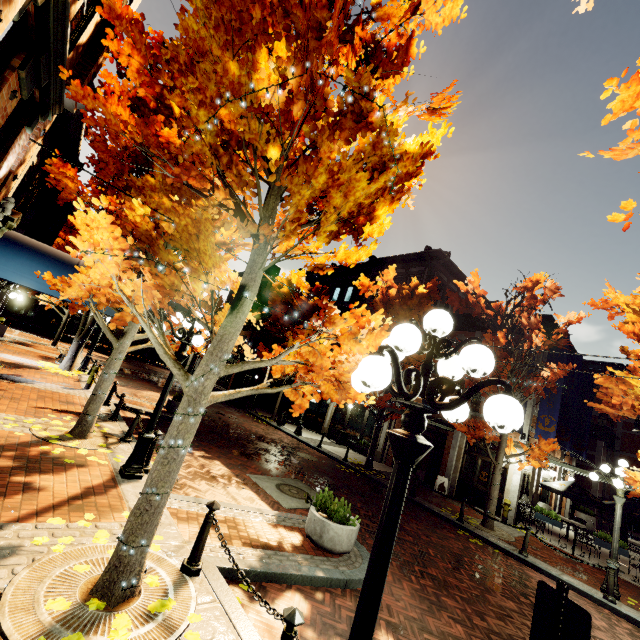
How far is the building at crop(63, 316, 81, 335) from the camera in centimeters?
4003cm

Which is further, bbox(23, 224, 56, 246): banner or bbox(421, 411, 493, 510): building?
bbox(421, 411, 493, 510): building

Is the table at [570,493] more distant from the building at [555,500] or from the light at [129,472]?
the light at [129,472]

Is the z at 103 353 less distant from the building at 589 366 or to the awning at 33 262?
the building at 589 366

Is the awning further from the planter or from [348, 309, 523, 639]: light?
[348, 309, 523, 639]: light

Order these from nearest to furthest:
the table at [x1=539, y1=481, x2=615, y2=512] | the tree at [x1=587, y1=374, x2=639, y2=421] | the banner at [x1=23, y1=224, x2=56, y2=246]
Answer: the tree at [x1=587, y1=374, x2=639, y2=421] < the banner at [x1=23, y1=224, x2=56, y2=246] < the table at [x1=539, y1=481, x2=615, y2=512]

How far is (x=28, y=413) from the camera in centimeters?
819cm

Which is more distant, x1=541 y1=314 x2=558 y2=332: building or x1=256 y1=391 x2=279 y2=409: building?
x1=256 y1=391 x2=279 y2=409: building
